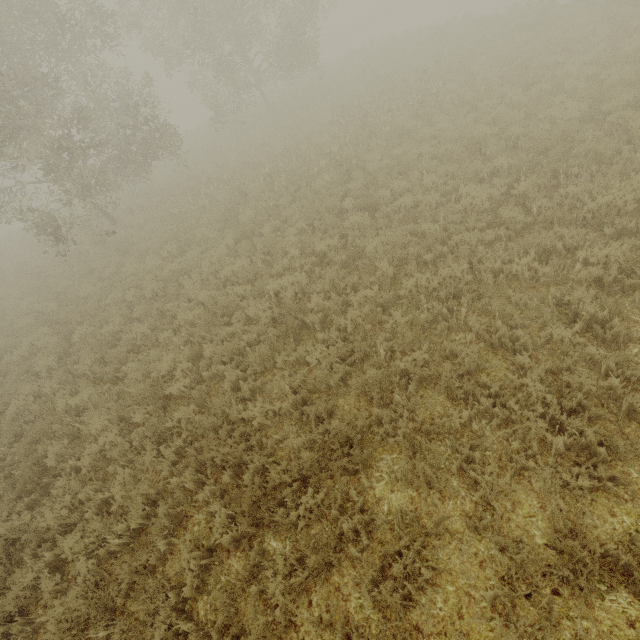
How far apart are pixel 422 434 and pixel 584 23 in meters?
18.2 m
